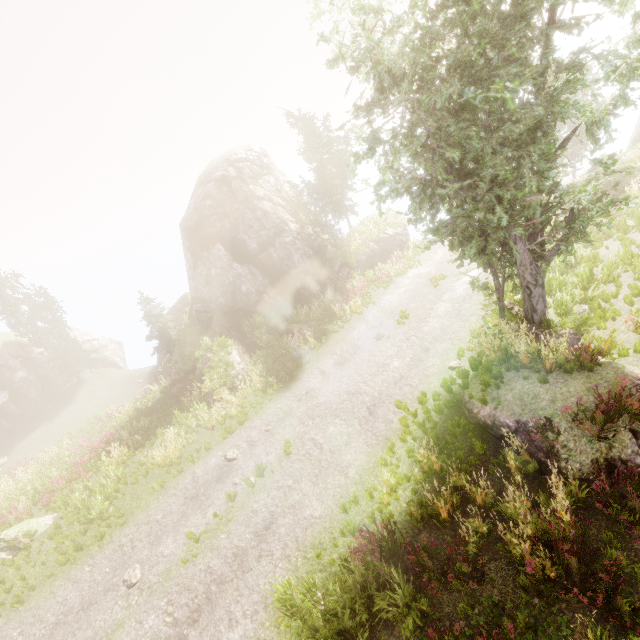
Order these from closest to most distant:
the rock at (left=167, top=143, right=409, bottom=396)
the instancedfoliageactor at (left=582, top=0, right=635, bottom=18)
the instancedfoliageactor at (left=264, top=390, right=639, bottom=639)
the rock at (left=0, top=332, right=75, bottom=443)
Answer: the instancedfoliageactor at (left=264, top=390, right=639, bottom=639)
the instancedfoliageactor at (left=582, top=0, right=635, bottom=18)
the rock at (left=167, top=143, right=409, bottom=396)
the rock at (left=0, top=332, right=75, bottom=443)

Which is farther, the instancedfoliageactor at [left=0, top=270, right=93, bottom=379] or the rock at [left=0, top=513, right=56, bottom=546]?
the instancedfoliageactor at [left=0, top=270, right=93, bottom=379]

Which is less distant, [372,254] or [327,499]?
[327,499]

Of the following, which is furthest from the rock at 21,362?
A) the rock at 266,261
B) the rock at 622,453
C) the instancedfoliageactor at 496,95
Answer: the rock at 622,453

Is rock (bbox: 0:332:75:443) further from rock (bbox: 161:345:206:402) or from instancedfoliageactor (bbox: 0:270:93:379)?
rock (bbox: 161:345:206:402)

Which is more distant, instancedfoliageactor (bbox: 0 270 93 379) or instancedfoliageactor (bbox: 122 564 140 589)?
instancedfoliageactor (bbox: 0 270 93 379)

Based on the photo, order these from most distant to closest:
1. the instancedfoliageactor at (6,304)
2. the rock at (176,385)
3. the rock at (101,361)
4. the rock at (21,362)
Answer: the rock at (101,361)
the instancedfoliageactor at (6,304)
the rock at (21,362)
the rock at (176,385)

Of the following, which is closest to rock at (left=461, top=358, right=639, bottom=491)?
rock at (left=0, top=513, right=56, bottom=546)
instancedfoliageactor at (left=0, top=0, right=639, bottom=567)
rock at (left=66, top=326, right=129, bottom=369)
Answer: instancedfoliageactor at (left=0, top=0, right=639, bottom=567)
